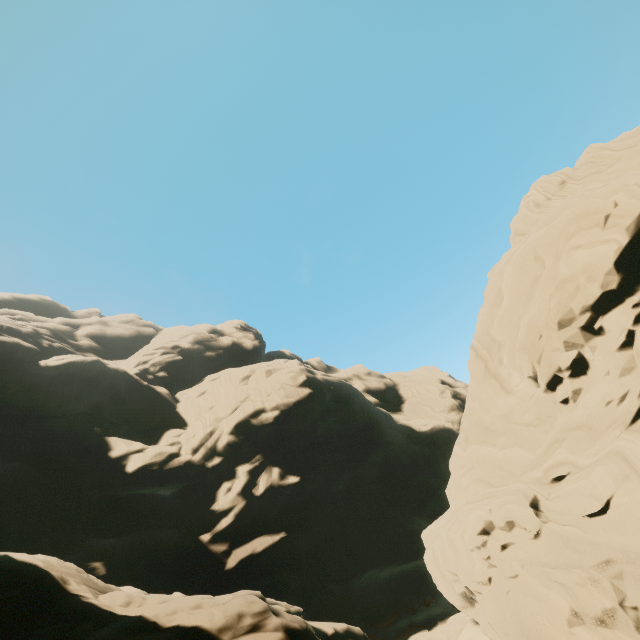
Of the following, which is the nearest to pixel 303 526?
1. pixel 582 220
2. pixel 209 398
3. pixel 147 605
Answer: pixel 209 398
